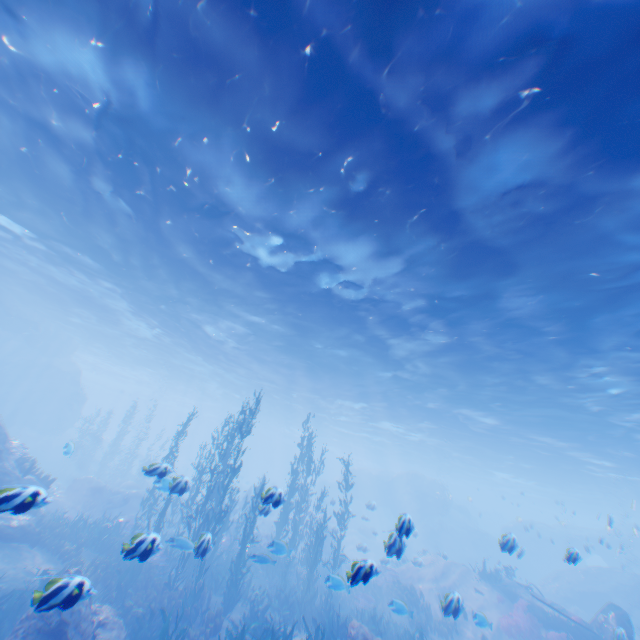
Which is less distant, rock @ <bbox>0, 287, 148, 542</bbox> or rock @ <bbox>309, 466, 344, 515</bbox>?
rock @ <bbox>0, 287, 148, 542</bbox>

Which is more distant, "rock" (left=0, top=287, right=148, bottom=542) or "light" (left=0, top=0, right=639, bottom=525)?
"rock" (left=0, top=287, right=148, bottom=542)

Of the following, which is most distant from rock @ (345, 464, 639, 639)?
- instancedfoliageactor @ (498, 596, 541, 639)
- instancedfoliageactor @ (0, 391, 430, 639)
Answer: instancedfoliageactor @ (498, 596, 541, 639)

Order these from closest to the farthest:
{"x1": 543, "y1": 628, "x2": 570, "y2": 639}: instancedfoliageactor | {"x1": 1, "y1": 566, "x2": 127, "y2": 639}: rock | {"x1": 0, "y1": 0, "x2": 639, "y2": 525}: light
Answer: {"x1": 1, "y1": 566, "x2": 127, "y2": 639}: rock, {"x1": 0, "y1": 0, "x2": 639, "y2": 525}: light, {"x1": 543, "y1": 628, "x2": 570, "y2": 639}: instancedfoliageactor

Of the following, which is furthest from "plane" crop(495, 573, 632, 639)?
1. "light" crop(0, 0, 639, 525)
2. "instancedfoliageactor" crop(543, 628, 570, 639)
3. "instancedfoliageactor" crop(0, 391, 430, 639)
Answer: "instancedfoliageactor" crop(0, 391, 430, 639)

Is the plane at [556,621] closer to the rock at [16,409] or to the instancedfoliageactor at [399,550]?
the rock at [16,409]

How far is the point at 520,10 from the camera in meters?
5.0 m

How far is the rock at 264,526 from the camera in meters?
23.3 m
